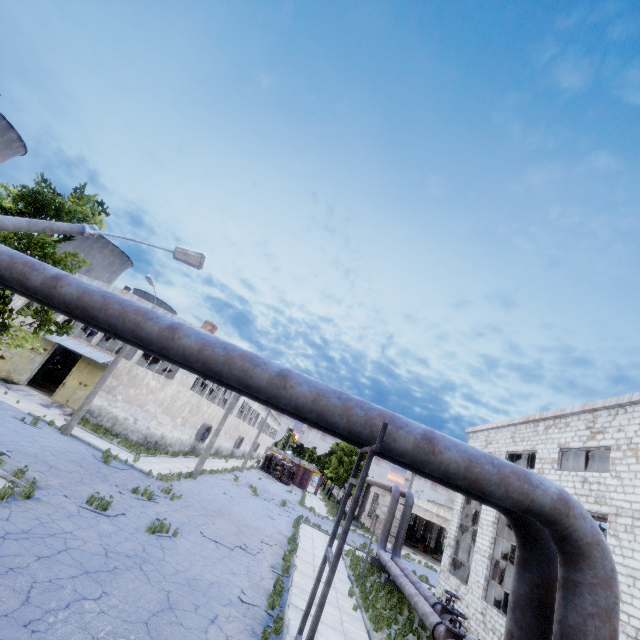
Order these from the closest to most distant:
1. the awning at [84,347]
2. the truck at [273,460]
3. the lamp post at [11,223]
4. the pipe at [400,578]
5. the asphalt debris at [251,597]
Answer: the lamp post at [11,223] < the asphalt debris at [251,597] < the pipe at [400,578] < the awning at [84,347] < the truck at [273,460]

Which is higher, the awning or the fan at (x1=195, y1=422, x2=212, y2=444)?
the awning

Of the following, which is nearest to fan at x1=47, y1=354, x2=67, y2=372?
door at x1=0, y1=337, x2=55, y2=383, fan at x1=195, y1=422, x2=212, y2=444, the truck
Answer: door at x1=0, y1=337, x2=55, y2=383

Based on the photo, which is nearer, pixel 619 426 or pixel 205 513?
pixel 619 426

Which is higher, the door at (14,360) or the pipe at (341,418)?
the pipe at (341,418)

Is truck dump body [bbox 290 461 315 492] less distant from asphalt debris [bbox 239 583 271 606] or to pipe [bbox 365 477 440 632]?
pipe [bbox 365 477 440 632]

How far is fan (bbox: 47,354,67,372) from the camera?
35.2m

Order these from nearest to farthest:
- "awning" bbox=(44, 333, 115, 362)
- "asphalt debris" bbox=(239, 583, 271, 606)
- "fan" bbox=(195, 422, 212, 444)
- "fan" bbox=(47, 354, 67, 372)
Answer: "asphalt debris" bbox=(239, 583, 271, 606), "awning" bbox=(44, 333, 115, 362), "fan" bbox=(195, 422, 212, 444), "fan" bbox=(47, 354, 67, 372)
